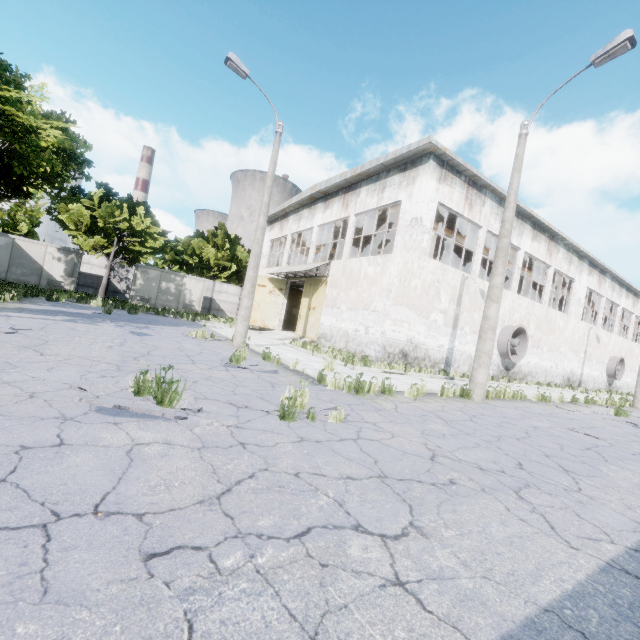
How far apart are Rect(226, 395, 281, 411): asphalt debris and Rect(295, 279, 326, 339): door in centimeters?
1312cm

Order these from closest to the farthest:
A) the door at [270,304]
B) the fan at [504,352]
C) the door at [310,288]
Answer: the fan at [504,352] < the door at [310,288] < the door at [270,304]

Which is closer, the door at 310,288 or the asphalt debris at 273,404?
the asphalt debris at 273,404

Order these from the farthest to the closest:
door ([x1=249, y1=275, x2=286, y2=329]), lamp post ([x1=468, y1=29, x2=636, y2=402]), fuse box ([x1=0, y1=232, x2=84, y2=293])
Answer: door ([x1=249, y1=275, x2=286, y2=329]) < fuse box ([x1=0, y1=232, x2=84, y2=293]) < lamp post ([x1=468, y1=29, x2=636, y2=402])

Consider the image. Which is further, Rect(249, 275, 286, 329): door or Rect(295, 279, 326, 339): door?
Rect(249, 275, 286, 329): door

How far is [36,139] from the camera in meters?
14.1 m

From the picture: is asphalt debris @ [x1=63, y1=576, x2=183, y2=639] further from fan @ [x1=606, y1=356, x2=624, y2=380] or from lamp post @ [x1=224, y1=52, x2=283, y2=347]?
fan @ [x1=606, y1=356, x2=624, y2=380]

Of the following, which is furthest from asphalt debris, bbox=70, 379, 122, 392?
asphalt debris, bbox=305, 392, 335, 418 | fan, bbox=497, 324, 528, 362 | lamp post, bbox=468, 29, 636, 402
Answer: fan, bbox=497, 324, 528, 362
